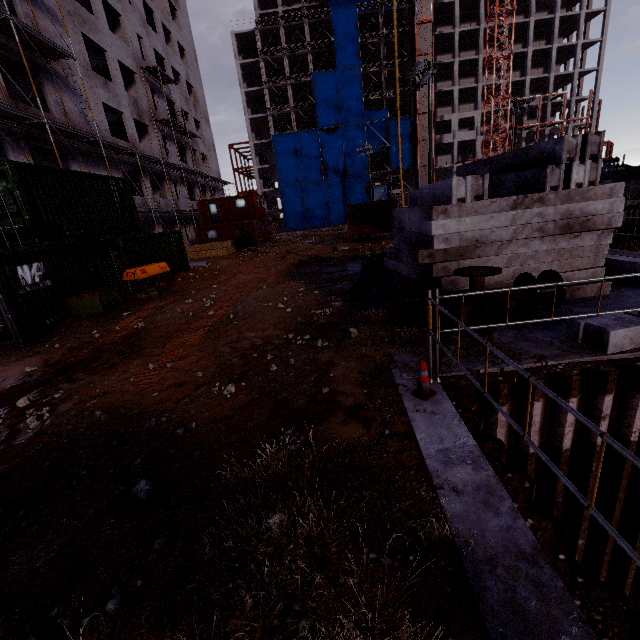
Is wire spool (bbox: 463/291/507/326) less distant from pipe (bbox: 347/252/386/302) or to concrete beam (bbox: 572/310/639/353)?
concrete beam (bbox: 572/310/639/353)

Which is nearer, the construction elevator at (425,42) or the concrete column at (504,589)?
the concrete column at (504,589)

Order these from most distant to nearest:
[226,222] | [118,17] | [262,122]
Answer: [262,122], [226,222], [118,17]

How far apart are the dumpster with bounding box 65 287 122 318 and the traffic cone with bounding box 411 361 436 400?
11.0m

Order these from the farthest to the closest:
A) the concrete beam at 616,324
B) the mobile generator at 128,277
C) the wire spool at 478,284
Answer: the mobile generator at 128,277 → the wire spool at 478,284 → the concrete beam at 616,324

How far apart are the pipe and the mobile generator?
8.9m

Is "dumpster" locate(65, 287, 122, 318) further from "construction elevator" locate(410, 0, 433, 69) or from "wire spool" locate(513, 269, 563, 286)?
"construction elevator" locate(410, 0, 433, 69)

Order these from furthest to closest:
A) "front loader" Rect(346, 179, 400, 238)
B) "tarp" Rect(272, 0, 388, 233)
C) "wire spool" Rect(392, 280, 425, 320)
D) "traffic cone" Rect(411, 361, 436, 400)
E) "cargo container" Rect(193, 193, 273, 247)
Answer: "tarp" Rect(272, 0, 388, 233) < "cargo container" Rect(193, 193, 273, 247) < "front loader" Rect(346, 179, 400, 238) < "wire spool" Rect(392, 280, 425, 320) < "traffic cone" Rect(411, 361, 436, 400)
